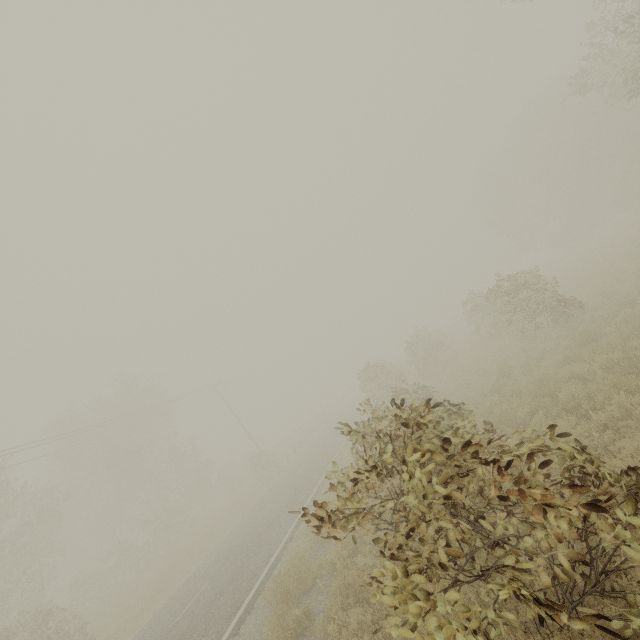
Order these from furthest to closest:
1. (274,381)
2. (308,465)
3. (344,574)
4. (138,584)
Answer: (274,381), (308,465), (138,584), (344,574)
